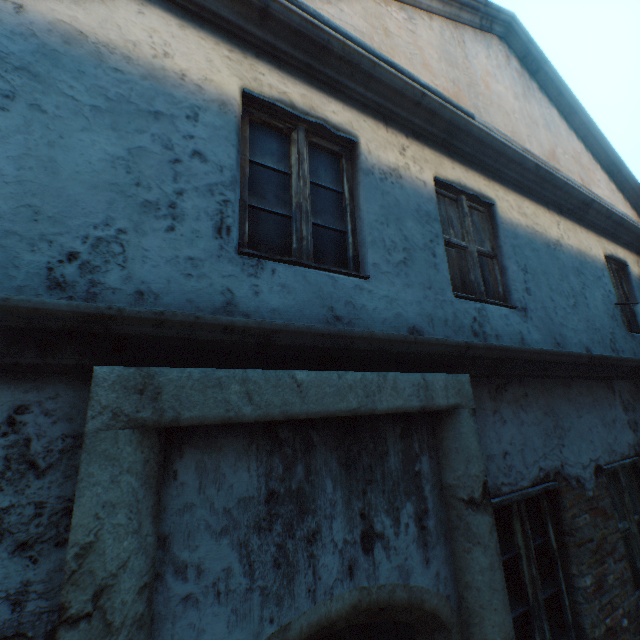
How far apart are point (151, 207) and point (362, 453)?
1.82m
